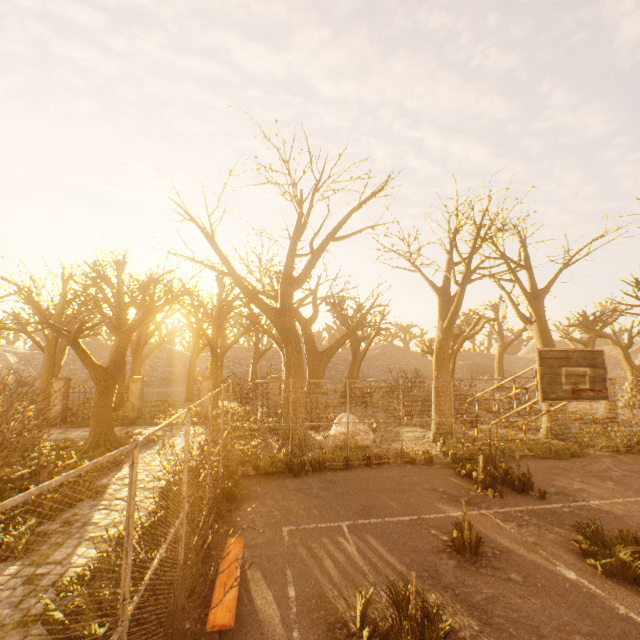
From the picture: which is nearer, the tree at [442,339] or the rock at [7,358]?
the tree at [442,339]

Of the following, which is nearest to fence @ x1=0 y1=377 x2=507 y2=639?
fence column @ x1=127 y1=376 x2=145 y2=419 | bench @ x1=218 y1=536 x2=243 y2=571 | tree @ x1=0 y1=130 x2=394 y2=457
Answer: tree @ x1=0 y1=130 x2=394 y2=457

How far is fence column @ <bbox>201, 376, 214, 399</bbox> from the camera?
19.2 meters

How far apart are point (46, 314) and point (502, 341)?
39.53m

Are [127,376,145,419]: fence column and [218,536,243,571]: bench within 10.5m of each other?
no

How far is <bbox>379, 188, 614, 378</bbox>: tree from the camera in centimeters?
1237cm

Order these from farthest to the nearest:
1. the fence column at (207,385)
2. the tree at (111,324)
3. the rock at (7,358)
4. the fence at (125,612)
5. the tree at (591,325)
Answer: the rock at (7,358), the tree at (591,325), the fence column at (207,385), the tree at (111,324), the fence at (125,612)

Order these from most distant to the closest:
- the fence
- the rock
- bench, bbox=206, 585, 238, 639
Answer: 1. the rock
2. bench, bbox=206, 585, 238, 639
3. the fence
